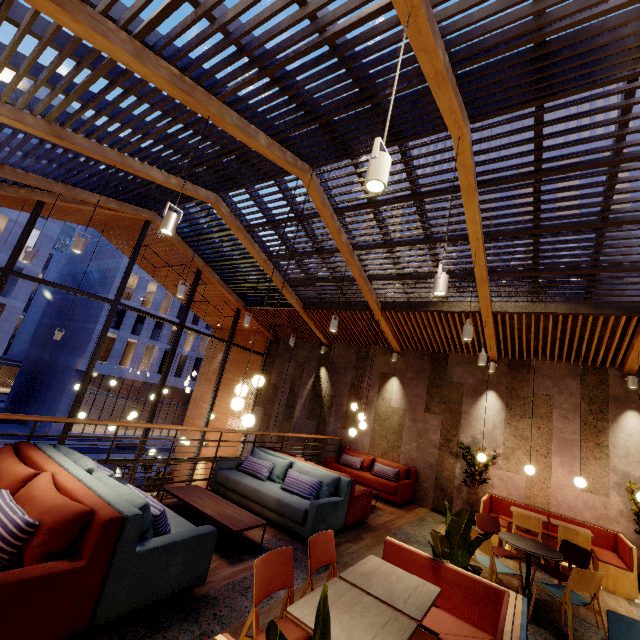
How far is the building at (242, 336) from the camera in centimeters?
1340cm

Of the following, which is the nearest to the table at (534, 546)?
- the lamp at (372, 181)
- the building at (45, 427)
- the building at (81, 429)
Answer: the lamp at (372, 181)

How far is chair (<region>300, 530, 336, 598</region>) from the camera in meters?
2.7

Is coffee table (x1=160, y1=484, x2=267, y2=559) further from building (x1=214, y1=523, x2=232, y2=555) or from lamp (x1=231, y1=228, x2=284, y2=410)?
lamp (x1=231, y1=228, x2=284, y2=410)

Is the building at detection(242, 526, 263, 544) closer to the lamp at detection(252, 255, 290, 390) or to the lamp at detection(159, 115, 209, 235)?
the lamp at detection(252, 255, 290, 390)

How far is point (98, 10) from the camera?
3.1 meters

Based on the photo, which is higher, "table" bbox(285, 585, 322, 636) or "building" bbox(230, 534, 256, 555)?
"table" bbox(285, 585, 322, 636)

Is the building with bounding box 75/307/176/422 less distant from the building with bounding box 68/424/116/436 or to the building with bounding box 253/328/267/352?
the building with bounding box 68/424/116/436
